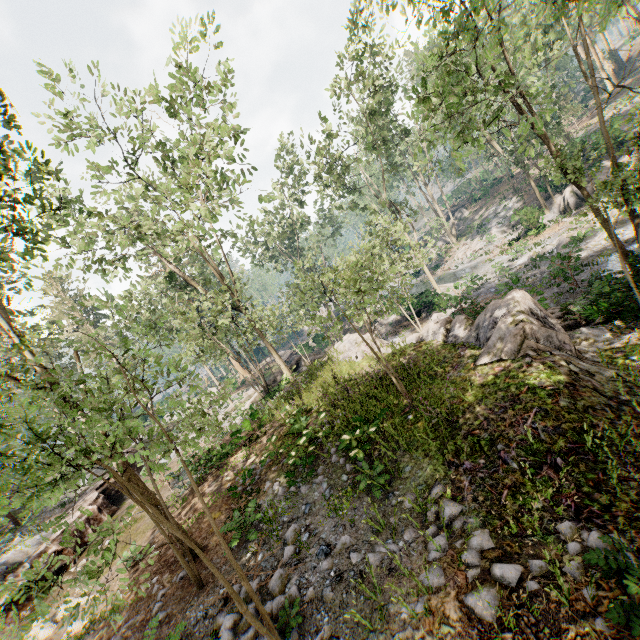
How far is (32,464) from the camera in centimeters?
293cm

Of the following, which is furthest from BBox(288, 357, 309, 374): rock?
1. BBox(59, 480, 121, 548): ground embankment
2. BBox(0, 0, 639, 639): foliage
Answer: BBox(59, 480, 121, 548): ground embankment

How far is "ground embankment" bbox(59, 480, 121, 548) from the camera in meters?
15.5 m

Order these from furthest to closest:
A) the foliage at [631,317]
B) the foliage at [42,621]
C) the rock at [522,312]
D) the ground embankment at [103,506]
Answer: the ground embankment at [103,506] → the foliage at [631,317] → the rock at [522,312] → the foliage at [42,621]

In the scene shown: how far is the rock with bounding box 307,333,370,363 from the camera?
17.97m

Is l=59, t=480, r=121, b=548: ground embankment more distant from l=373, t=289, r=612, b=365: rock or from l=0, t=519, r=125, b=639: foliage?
l=373, t=289, r=612, b=365: rock

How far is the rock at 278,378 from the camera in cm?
2219
